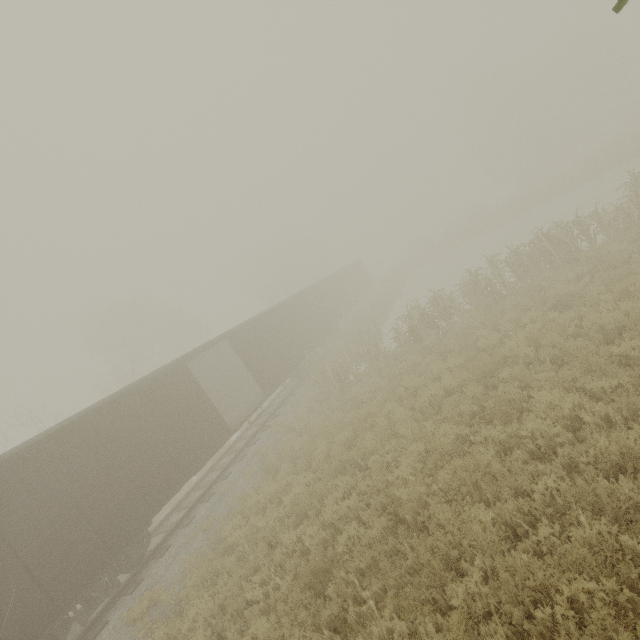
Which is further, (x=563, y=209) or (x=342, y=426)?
(x=563, y=209)

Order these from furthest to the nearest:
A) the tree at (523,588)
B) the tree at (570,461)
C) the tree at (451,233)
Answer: the tree at (451,233) < the tree at (570,461) < the tree at (523,588)

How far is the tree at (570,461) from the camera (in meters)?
4.63

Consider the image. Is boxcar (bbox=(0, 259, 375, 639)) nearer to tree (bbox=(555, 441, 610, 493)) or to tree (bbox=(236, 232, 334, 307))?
tree (bbox=(555, 441, 610, 493))

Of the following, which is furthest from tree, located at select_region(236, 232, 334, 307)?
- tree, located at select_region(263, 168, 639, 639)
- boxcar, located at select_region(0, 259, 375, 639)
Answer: boxcar, located at select_region(0, 259, 375, 639)

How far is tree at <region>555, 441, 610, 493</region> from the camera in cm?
463

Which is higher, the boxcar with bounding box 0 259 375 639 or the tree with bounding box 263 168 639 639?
the boxcar with bounding box 0 259 375 639
